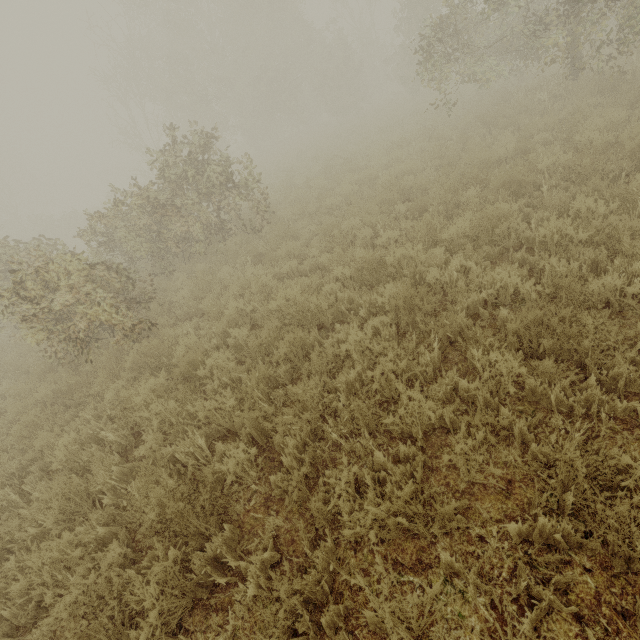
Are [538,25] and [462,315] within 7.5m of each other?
no
